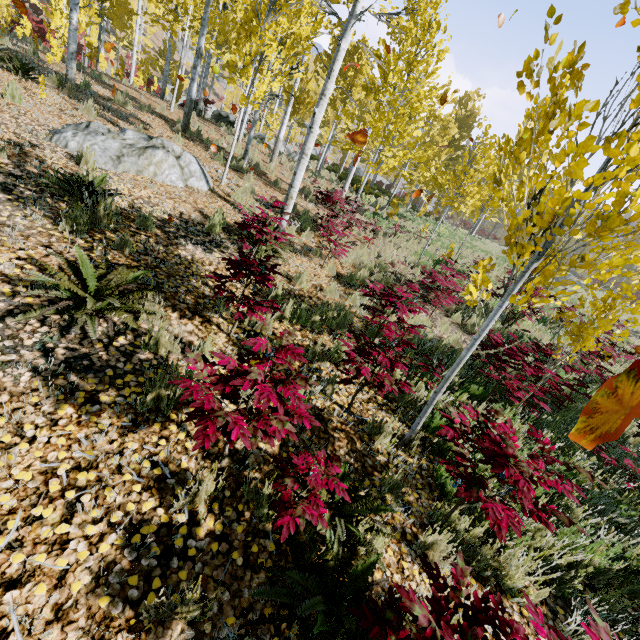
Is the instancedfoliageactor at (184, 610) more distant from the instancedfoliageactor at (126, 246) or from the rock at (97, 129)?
the rock at (97, 129)

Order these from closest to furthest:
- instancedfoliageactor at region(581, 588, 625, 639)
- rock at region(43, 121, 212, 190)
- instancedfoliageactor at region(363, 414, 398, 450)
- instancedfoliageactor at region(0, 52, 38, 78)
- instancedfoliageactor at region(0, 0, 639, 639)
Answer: instancedfoliageactor at region(581, 588, 625, 639) < instancedfoliageactor at region(0, 0, 639, 639) < instancedfoliageactor at region(363, 414, 398, 450) < rock at region(43, 121, 212, 190) < instancedfoliageactor at region(0, 52, 38, 78)

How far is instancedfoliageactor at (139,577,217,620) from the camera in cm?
166

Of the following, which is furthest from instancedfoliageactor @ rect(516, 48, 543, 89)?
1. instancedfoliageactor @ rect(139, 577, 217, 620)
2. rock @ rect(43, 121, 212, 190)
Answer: instancedfoliageactor @ rect(139, 577, 217, 620)

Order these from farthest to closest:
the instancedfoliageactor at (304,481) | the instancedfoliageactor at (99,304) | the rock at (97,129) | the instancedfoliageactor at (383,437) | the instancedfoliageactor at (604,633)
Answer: the rock at (97,129) → the instancedfoliageactor at (383,437) → the instancedfoliageactor at (99,304) → the instancedfoliageactor at (304,481) → the instancedfoliageactor at (604,633)

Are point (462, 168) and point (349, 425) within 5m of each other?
no

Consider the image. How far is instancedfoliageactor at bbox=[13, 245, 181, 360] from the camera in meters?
2.7 m

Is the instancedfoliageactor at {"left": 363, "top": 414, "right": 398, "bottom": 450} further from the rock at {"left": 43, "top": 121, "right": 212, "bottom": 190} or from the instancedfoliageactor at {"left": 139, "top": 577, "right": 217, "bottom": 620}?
the instancedfoliageactor at {"left": 139, "top": 577, "right": 217, "bottom": 620}
